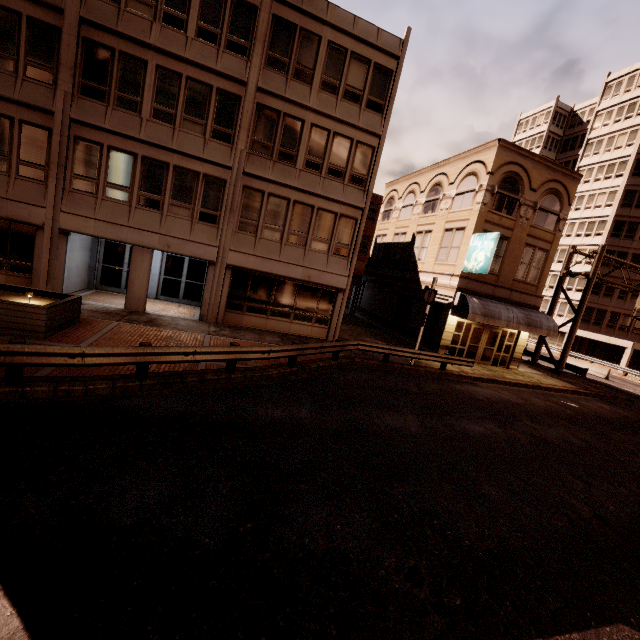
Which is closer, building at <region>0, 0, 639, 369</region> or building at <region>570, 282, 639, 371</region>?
building at <region>0, 0, 639, 369</region>

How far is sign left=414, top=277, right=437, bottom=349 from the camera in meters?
16.4 m

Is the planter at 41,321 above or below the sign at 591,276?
below

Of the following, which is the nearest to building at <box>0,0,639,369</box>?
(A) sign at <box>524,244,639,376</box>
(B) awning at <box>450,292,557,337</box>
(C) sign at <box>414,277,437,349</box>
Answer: (B) awning at <box>450,292,557,337</box>

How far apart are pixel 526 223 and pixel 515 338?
7.8m

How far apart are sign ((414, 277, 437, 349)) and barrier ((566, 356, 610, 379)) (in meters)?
24.73

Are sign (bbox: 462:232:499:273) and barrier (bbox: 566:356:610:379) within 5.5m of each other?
no

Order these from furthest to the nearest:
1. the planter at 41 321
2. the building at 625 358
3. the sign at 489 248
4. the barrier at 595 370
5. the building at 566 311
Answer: the building at 566 311 → the building at 625 358 → the barrier at 595 370 → the sign at 489 248 → the planter at 41 321
